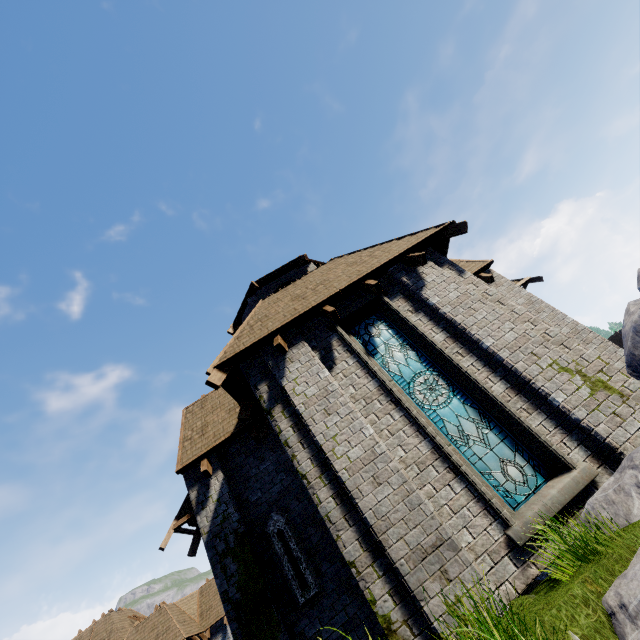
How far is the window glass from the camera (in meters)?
5.35

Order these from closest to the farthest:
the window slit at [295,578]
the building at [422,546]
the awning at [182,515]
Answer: the building at [422,546], the window slit at [295,578], the awning at [182,515]

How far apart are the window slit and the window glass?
4.5m

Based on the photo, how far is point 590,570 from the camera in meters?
3.6 m

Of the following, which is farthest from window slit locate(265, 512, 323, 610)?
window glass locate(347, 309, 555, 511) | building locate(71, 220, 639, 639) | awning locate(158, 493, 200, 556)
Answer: window glass locate(347, 309, 555, 511)

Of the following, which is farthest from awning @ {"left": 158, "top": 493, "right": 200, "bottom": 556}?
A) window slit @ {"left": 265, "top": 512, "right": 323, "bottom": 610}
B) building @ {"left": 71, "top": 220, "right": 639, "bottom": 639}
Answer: window slit @ {"left": 265, "top": 512, "right": 323, "bottom": 610}

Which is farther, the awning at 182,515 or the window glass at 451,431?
the awning at 182,515

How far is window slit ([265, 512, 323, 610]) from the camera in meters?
7.1
